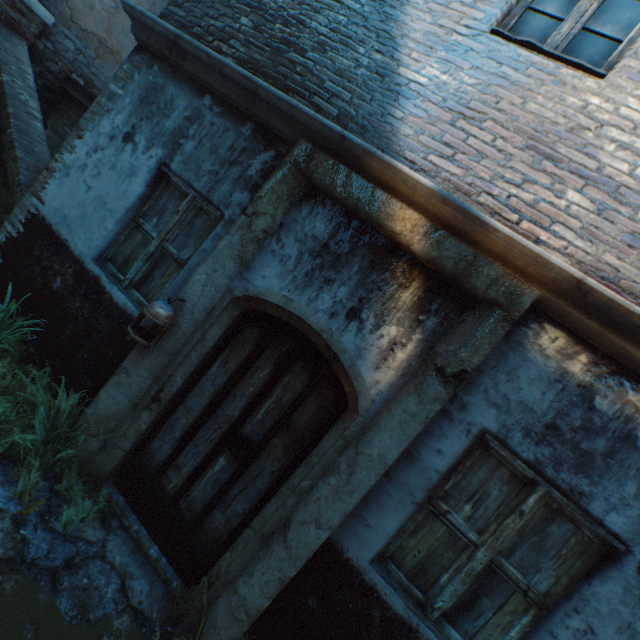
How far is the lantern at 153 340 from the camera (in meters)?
2.62

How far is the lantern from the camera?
2.6m

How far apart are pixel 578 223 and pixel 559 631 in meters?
2.7

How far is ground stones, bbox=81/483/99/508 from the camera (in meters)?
2.95

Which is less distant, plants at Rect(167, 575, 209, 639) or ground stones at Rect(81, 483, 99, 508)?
plants at Rect(167, 575, 209, 639)

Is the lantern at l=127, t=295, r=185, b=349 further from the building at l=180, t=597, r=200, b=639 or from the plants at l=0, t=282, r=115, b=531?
the building at l=180, t=597, r=200, b=639

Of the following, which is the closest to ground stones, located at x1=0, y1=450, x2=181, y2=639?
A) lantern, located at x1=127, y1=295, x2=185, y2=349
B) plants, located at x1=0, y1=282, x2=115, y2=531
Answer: plants, located at x1=0, y1=282, x2=115, y2=531

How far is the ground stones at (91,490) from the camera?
2.9 meters
